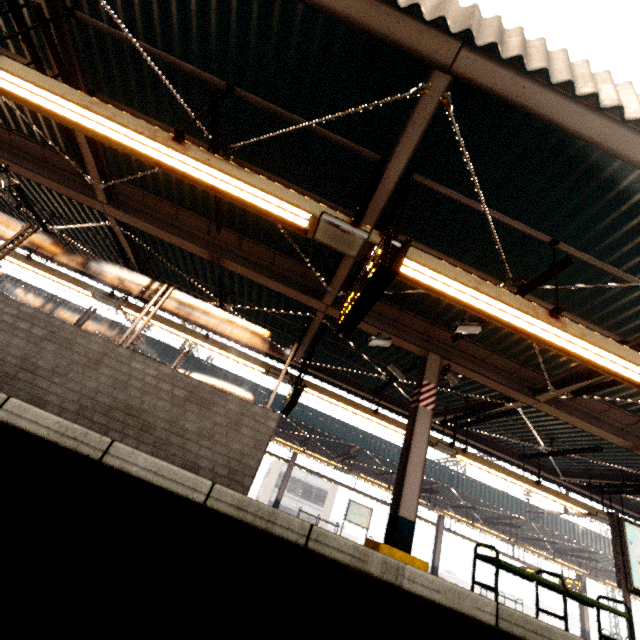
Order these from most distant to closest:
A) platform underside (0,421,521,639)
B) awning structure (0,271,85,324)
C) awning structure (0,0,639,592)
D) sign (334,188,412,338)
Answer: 1. awning structure (0,271,85,324)
2. awning structure (0,0,639,592)
3. sign (334,188,412,338)
4. platform underside (0,421,521,639)

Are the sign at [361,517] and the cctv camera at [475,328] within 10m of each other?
no

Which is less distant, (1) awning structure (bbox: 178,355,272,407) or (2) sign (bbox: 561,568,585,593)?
(1) awning structure (bbox: 178,355,272,407)

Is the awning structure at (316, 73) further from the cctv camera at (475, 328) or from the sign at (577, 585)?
the sign at (577, 585)

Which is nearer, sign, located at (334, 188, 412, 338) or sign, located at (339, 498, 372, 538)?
sign, located at (334, 188, 412, 338)

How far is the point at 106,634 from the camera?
1.67m

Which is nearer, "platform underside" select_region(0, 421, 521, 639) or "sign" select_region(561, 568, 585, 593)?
"platform underside" select_region(0, 421, 521, 639)

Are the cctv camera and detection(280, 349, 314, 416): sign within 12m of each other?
yes
